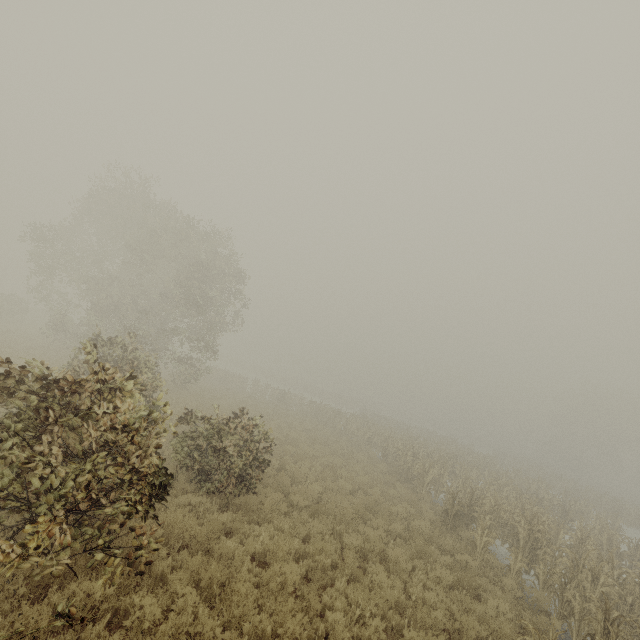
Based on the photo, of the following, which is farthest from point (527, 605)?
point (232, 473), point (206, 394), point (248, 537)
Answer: point (206, 394)
